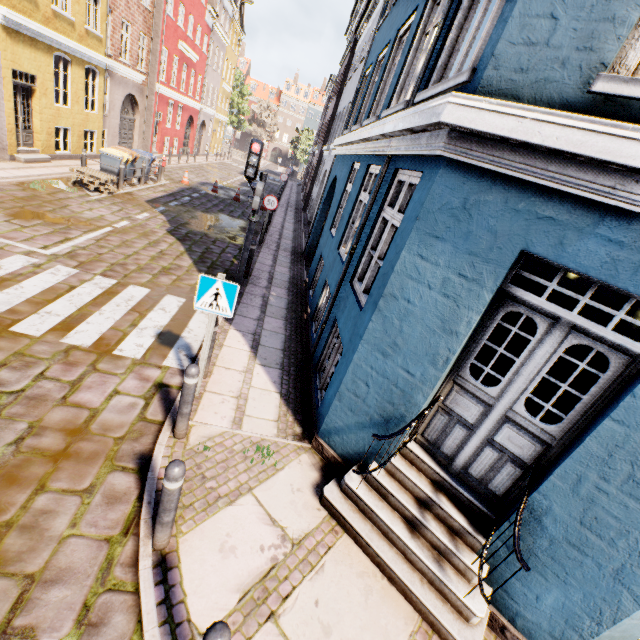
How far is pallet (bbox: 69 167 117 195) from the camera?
11.5m

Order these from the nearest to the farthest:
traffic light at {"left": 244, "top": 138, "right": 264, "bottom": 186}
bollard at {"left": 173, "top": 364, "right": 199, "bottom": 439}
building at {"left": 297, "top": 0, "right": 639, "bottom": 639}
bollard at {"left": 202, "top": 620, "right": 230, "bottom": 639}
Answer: bollard at {"left": 202, "top": 620, "right": 230, "bottom": 639}, building at {"left": 297, "top": 0, "right": 639, "bottom": 639}, bollard at {"left": 173, "top": 364, "right": 199, "bottom": 439}, traffic light at {"left": 244, "top": 138, "right": 264, "bottom": 186}

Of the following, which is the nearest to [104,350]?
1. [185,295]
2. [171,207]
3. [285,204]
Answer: [185,295]

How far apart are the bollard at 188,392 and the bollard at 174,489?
1.1m

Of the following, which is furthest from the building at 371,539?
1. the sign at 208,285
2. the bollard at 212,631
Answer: the bollard at 212,631

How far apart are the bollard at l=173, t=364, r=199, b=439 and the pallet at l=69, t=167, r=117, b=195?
11.5 meters

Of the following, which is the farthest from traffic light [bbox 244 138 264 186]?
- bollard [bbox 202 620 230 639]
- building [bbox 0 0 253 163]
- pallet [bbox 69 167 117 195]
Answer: pallet [bbox 69 167 117 195]

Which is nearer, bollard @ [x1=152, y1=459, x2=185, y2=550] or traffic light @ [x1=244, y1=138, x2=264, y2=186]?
bollard @ [x1=152, y1=459, x2=185, y2=550]
